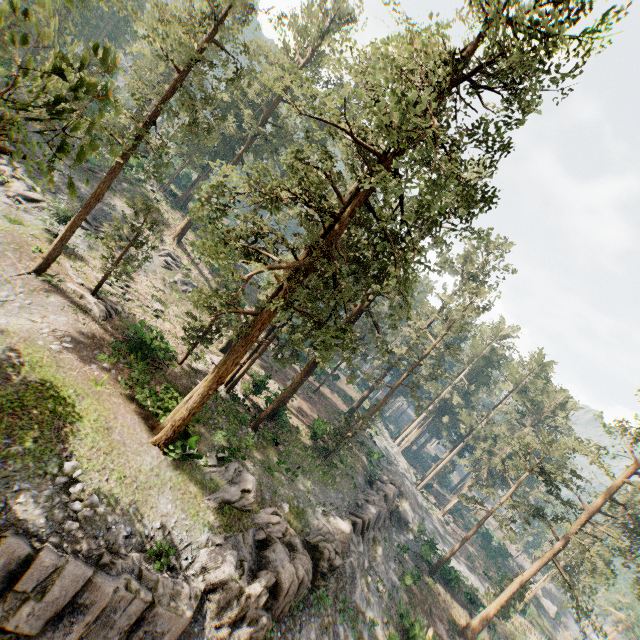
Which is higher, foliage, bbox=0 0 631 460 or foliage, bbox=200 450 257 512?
foliage, bbox=0 0 631 460

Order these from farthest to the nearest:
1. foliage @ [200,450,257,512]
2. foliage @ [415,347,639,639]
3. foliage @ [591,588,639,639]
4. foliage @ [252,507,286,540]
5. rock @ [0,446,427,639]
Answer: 1. foliage @ [591,588,639,639]
2. foliage @ [415,347,639,639]
3. foliage @ [252,507,286,540]
4. foliage @ [200,450,257,512]
5. rock @ [0,446,427,639]

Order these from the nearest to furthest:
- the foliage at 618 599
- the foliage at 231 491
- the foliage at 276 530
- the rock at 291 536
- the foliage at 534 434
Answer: the rock at 291 536
the foliage at 231 491
the foliage at 276 530
the foliage at 534 434
the foliage at 618 599

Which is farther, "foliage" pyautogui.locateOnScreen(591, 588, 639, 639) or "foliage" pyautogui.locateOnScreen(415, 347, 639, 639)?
"foliage" pyautogui.locateOnScreen(591, 588, 639, 639)

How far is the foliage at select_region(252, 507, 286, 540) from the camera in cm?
1892

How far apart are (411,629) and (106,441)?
27.09m

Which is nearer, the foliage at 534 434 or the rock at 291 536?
the rock at 291 536
